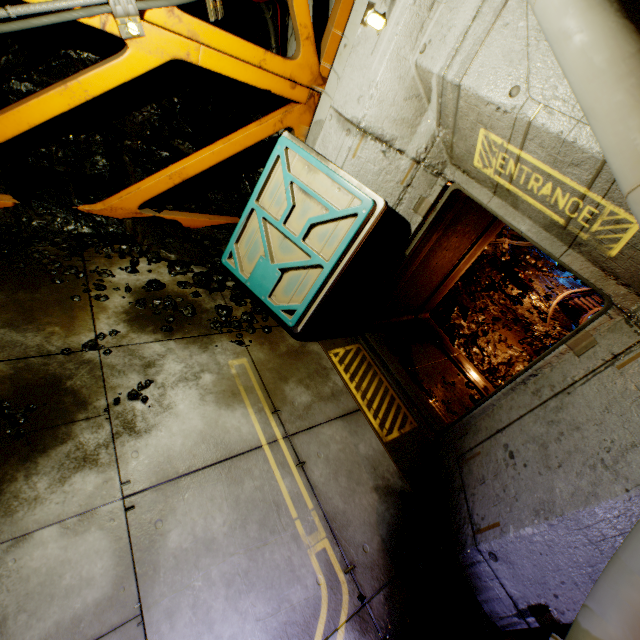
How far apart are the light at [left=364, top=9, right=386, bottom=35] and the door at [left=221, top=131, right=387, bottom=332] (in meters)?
1.26

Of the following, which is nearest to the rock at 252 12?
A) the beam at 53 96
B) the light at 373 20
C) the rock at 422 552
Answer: the beam at 53 96

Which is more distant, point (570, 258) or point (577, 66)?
point (570, 258)

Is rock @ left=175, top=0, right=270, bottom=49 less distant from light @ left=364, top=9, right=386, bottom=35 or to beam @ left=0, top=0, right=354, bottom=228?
beam @ left=0, top=0, right=354, bottom=228

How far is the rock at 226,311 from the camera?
4.0 meters

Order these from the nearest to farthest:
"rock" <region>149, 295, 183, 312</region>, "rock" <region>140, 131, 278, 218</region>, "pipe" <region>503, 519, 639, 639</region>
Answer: "pipe" <region>503, 519, 639, 639</region> → "rock" <region>149, 295, 183, 312</region> → "rock" <region>140, 131, 278, 218</region>

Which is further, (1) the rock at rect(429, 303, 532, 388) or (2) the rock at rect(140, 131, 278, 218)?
(1) the rock at rect(429, 303, 532, 388)

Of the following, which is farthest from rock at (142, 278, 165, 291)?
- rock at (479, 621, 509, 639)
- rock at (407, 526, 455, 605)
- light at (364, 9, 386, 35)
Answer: rock at (479, 621, 509, 639)
